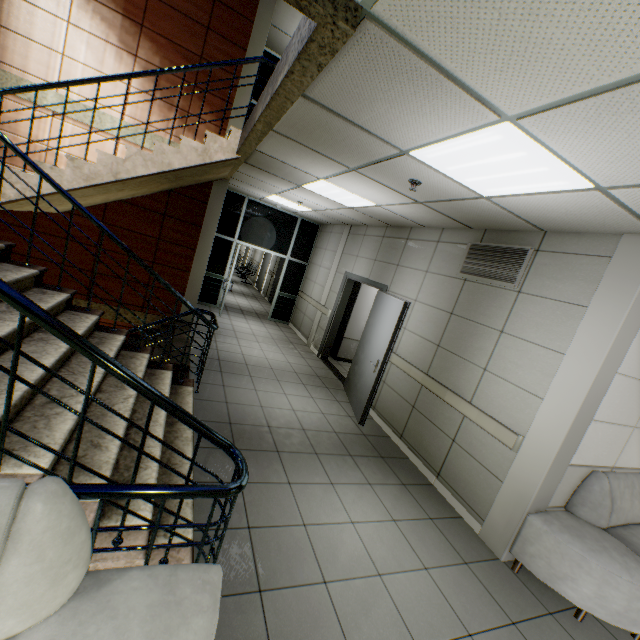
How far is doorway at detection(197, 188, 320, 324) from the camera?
8.8 meters

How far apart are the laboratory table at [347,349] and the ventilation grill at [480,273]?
3.9m

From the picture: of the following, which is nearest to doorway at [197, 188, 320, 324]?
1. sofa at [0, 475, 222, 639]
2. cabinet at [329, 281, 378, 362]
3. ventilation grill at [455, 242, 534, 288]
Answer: cabinet at [329, 281, 378, 362]

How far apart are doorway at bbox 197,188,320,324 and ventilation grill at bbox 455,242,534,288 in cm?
556

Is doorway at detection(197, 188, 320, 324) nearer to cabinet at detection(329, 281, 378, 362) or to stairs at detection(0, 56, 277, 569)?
stairs at detection(0, 56, 277, 569)

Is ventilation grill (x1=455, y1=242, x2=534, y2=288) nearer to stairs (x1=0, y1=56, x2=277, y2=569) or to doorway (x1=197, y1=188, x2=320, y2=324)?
stairs (x1=0, y1=56, x2=277, y2=569)

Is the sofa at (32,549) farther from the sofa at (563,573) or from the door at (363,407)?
the door at (363,407)

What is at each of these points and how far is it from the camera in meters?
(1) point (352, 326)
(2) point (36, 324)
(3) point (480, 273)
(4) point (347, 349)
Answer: (1) cabinet, 8.0
(2) stairs, 2.8
(3) ventilation grill, 4.1
(4) laboratory table, 8.1
